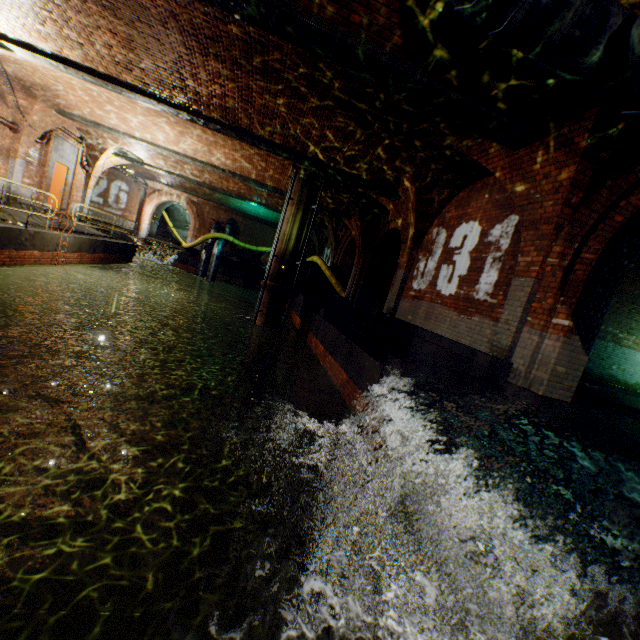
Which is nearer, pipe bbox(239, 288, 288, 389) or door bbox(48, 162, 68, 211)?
pipe bbox(239, 288, 288, 389)

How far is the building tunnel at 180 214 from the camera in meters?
30.0 m

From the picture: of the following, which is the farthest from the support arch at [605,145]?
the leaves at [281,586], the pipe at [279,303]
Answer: the pipe at [279,303]

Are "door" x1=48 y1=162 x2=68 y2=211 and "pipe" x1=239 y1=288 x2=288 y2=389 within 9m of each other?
no

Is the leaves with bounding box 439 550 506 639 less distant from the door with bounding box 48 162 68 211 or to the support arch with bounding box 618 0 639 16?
the support arch with bounding box 618 0 639 16

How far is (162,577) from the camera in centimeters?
618cm

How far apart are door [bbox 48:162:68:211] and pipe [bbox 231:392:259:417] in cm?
1190

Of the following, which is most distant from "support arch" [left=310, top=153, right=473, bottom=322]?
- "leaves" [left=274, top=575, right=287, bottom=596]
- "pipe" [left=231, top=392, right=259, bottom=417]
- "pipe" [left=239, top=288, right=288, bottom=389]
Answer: "leaves" [left=274, top=575, right=287, bottom=596]
